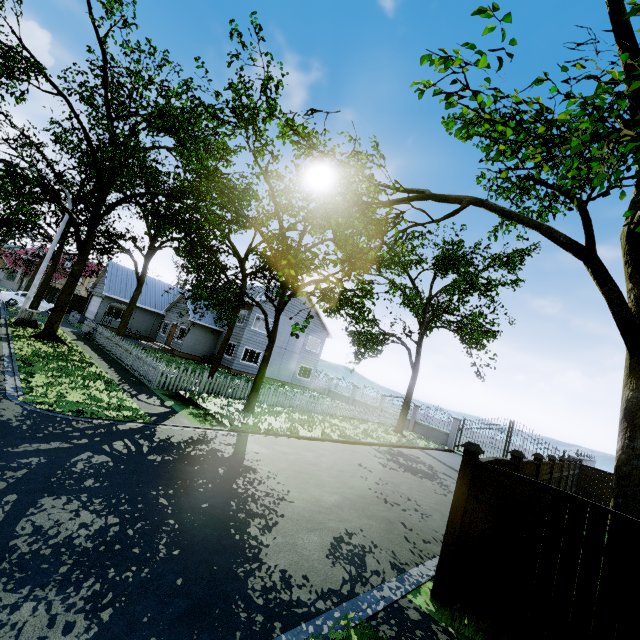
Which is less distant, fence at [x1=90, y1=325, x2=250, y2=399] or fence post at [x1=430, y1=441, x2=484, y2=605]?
fence post at [x1=430, y1=441, x2=484, y2=605]

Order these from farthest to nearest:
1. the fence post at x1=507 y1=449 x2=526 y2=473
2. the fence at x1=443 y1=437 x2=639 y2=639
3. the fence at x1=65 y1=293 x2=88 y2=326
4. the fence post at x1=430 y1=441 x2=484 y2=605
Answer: the fence at x1=65 y1=293 x2=88 y2=326 → the fence post at x1=507 y1=449 x2=526 y2=473 → the fence post at x1=430 y1=441 x2=484 y2=605 → the fence at x1=443 y1=437 x2=639 y2=639

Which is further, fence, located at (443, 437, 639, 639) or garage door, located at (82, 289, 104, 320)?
garage door, located at (82, 289, 104, 320)

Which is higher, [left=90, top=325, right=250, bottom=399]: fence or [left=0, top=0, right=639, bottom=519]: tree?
[left=0, top=0, right=639, bottom=519]: tree

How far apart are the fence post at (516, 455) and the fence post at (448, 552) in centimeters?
254cm

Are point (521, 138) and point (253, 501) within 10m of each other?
yes

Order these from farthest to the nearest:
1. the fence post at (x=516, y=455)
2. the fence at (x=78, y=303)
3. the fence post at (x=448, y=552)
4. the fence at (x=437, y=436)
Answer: the fence at (x=78, y=303), the fence at (x=437, y=436), the fence post at (x=516, y=455), the fence post at (x=448, y=552)

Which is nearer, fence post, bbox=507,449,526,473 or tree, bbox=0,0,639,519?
tree, bbox=0,0,639,519
